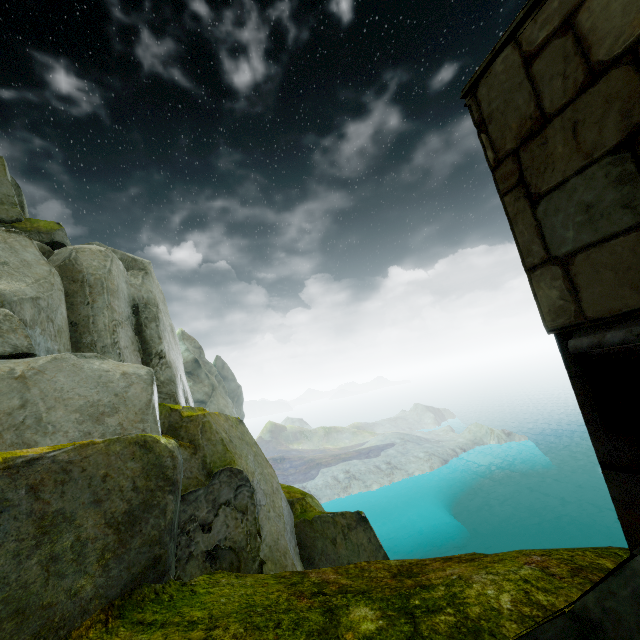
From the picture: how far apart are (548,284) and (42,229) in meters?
21.4
